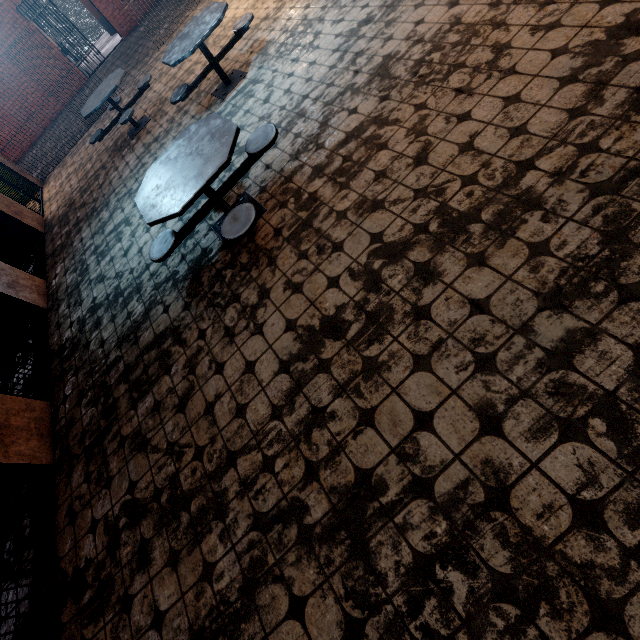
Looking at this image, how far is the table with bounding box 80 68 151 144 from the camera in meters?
6.1

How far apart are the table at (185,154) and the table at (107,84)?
3.5m

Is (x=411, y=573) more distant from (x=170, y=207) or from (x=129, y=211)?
(x=129, y=211)

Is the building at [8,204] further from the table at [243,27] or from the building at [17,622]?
the table at [243,27]

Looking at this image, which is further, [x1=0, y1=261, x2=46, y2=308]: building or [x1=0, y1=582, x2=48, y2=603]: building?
[x1=0, y1=261, x2=46, y2=308]: building

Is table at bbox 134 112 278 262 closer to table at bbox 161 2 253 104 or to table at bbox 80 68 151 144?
table at bbox 161 2 253 104

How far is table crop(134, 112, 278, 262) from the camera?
2.8 meters

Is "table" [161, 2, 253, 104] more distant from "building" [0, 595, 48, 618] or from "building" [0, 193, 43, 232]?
"building" [0, 595, 48, 618]
